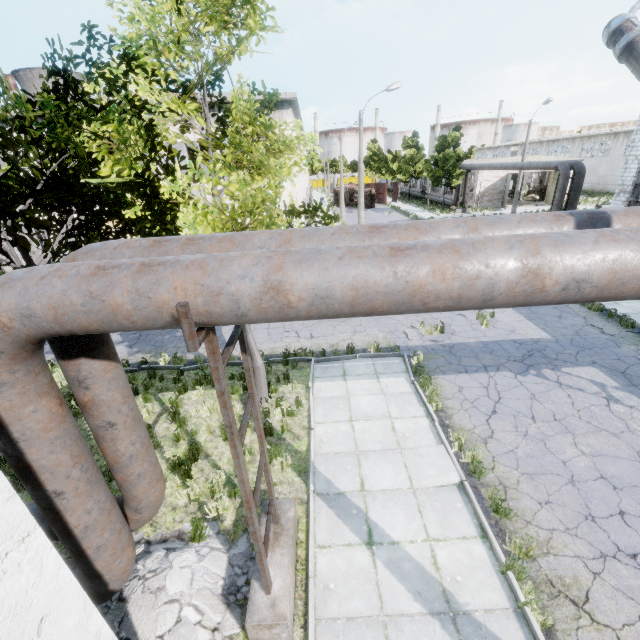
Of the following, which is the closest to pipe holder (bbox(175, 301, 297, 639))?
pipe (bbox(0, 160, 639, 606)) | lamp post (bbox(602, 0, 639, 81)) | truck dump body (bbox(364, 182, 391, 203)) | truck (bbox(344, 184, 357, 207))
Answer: pipe (bbox(0, 160, 639, 606))

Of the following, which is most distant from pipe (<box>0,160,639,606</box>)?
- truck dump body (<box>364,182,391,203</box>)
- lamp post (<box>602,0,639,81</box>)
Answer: truck dump body (<box>364,182,391,203</box>)

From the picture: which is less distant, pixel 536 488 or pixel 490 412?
pixel 536 488

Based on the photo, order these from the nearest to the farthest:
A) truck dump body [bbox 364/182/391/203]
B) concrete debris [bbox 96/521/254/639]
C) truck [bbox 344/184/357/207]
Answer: concrete debris [bbox 96/521/254/639], truck [bbox 344/184/357/207], truck dump body [bbox 364/182/391/203]

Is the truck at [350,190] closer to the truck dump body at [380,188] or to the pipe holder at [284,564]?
the truck dump body at [380,188]

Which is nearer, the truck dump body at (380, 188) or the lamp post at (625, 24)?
the lamp post at (625, 24)

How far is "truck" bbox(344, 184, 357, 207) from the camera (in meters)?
48.78

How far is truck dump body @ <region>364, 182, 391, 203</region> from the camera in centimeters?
5131cm
